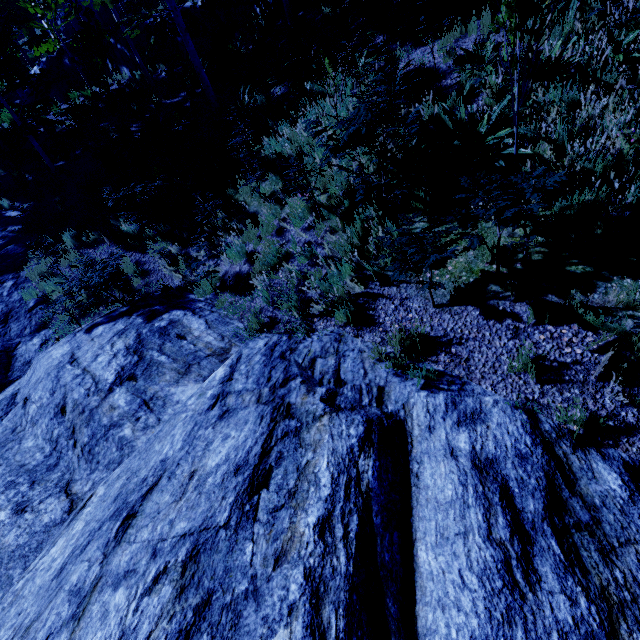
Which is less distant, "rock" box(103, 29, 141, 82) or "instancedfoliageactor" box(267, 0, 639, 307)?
"instancedfoliageactor" box(267, 0, 639, 307)

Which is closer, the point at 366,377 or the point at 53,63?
the point at 366,377

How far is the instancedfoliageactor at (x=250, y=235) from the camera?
6.8m

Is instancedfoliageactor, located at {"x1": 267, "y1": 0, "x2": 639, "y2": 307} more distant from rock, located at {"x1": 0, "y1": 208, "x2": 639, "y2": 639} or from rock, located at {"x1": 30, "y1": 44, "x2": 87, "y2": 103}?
rock, located at {"x1": 30, "y1": 44, "x2": 87, "y2": 103}

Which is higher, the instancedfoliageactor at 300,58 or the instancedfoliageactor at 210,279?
the instancedfoliageactor at 300,58

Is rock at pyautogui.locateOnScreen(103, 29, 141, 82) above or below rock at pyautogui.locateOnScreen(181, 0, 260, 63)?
above

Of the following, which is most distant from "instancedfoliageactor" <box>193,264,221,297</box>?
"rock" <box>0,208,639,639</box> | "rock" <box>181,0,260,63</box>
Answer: "rock" <box>181,0,260,63</box>
